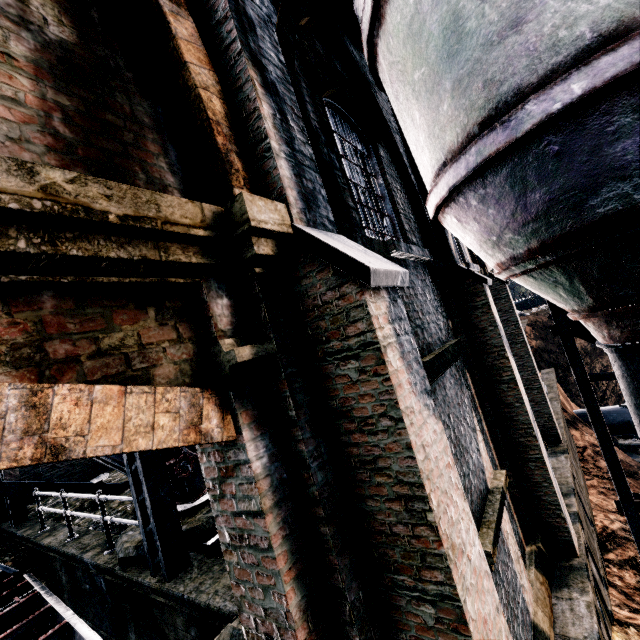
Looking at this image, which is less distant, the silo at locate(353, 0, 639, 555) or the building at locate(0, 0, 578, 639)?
the building at locate(0, 0, 578, 639)

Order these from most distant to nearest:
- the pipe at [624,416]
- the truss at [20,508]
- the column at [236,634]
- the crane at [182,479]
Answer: the pipe at [624,416] → the truss at [20,508] → the crane at [182,479] → the column at [236,634]

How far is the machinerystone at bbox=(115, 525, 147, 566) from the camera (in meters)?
5.98

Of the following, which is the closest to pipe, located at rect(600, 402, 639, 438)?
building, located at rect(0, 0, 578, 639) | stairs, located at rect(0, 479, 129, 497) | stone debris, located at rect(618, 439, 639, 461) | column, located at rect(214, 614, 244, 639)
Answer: stone debris, located at rect(618, 439, 639, 461)

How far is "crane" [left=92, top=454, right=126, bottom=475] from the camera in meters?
6.1 m

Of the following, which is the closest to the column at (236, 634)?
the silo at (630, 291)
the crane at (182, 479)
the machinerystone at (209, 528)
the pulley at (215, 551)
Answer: the pulley at (215, 551)

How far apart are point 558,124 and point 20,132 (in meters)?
4.94

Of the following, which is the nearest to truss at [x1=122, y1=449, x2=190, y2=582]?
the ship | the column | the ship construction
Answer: the column
